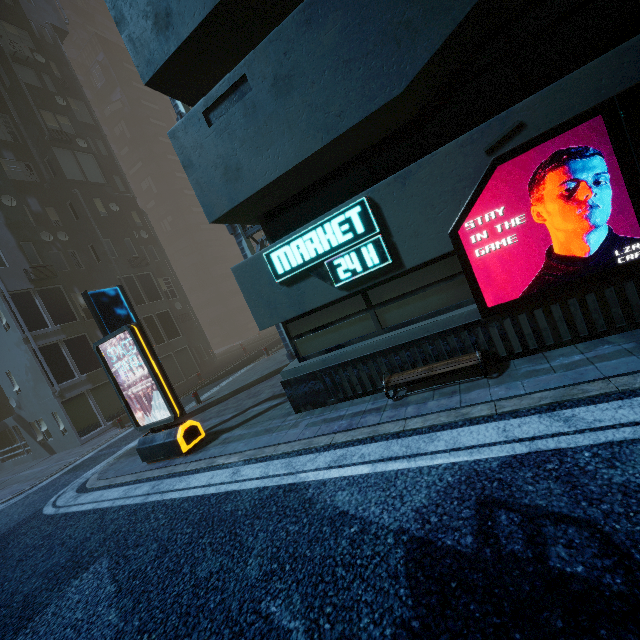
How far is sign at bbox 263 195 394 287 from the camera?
5.4 meters

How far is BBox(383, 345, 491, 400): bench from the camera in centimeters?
495cm

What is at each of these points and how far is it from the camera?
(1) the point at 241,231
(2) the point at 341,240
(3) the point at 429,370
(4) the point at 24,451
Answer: (1) building structure, 11.2 meters
(2) sign, 5.6 meters
(3) bench, 5.3 meters
(4) building, 19.0 meters

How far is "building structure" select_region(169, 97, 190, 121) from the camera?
10.78m

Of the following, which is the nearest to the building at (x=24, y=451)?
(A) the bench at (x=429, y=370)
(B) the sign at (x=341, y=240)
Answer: (B) the sign at (x=341, y=240)

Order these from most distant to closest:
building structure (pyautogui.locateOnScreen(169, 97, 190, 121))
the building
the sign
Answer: building structure (pyautogui.locateOnScreen(169, 97, 190, 121))
the sign
the building

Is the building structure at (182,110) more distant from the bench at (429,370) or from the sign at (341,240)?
the bench at (429,370)
